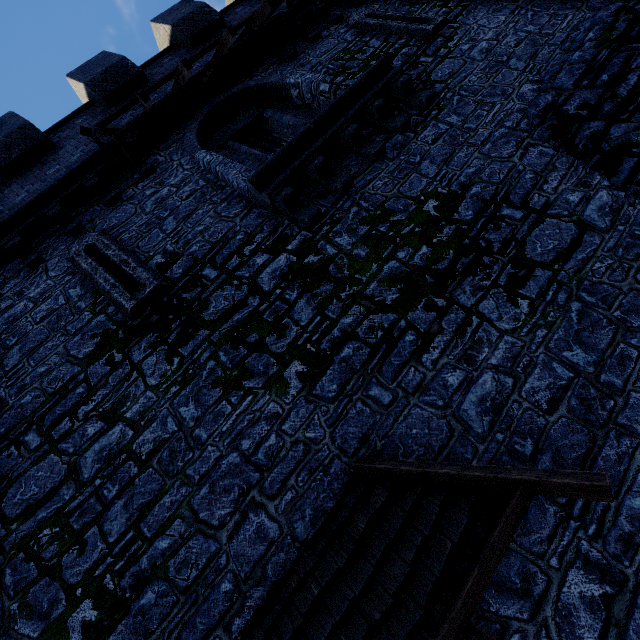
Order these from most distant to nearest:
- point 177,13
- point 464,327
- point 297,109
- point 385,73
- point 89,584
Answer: point 177,13 < point 297,109 < point 385,73 < point 464,327 < point 89,584

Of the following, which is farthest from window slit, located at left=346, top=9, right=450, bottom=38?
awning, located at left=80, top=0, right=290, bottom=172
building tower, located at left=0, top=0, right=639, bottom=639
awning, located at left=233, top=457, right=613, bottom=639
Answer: awning, located at left=233, top=457, right=613, bottom=639

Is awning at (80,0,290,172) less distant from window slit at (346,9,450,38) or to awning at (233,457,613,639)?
window slit at (346,9,450,38)

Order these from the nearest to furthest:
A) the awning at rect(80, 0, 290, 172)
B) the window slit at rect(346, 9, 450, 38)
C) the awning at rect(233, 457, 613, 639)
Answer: the awning at rect(233, 457, 613, 639) → the awning at rect(80, 0, 290, 172) → the window slit at rect(346, 9, 450, 38)

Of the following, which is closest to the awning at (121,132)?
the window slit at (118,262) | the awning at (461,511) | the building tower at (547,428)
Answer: the building tower at (547,428)

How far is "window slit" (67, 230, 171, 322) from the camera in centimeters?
540cm

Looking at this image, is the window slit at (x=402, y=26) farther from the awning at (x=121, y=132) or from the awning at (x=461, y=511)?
the awning at (x=461, y=511)

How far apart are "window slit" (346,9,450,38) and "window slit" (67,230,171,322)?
8.3 meters
